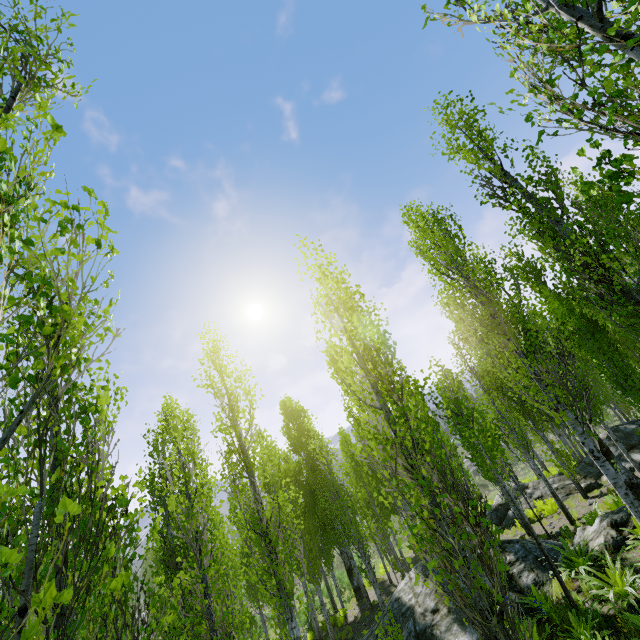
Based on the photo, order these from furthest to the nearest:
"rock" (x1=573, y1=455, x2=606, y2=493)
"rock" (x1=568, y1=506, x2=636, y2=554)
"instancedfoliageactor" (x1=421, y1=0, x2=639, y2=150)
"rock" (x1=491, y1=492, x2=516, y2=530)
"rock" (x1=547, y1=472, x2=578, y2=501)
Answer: "rock" (x1=491, y1=492, x2=516, y2=530) → "rock" (x1=547, y1=472, x2=578, y2=501) → "rock" (x1=573, y1=455, x2=606, y2=493) → "rock" (x1=568, y1=506, x2=636, y2=554) → "instancedfoliageactor" (x1=421, y1=0, x2=639, y2=150)

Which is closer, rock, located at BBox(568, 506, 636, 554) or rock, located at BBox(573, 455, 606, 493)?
rock, located at BBox(568, 506, 636, 554)

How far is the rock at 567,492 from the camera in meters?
16.5

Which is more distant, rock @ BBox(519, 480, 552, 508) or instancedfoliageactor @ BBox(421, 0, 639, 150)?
rock @ BBox(519, 480, 552, 508)

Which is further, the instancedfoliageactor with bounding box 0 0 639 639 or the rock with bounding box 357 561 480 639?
the rock with bounding box 357 561 480 639

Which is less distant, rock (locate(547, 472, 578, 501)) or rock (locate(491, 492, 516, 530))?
rock (locate(547, 472, 578, 501))

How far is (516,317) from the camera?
8.4m
